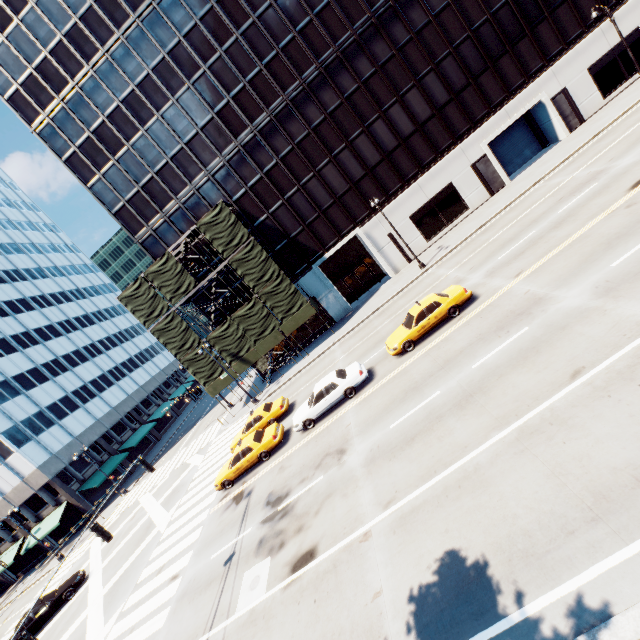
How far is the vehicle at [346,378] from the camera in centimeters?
1740cm

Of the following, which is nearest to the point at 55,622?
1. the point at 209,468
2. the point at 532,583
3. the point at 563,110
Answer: the point at 209,468

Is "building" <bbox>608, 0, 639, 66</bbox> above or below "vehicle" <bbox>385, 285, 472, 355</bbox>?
above

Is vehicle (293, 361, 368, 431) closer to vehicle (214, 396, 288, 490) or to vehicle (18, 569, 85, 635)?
vehicle (214, 396, 288, 490)

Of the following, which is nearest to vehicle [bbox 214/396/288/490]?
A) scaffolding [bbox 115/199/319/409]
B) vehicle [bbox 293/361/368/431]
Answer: vehicle [bbox 293/361/368/431]

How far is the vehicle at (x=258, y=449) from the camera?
18.50m

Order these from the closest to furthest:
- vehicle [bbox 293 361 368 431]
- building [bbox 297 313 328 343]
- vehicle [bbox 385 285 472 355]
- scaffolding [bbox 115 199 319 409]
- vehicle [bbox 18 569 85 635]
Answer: vehicle [bbox 385 285 472 355] → vehicle [bbox 293 361 368 431] → vehicle [bbox 18 569 85 635] → scaffolding [bbox 115 199 319 409] → building [bbox 297 313 328 343]

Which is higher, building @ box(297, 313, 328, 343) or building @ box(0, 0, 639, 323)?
building @ box(0, 0, 639, 323)
